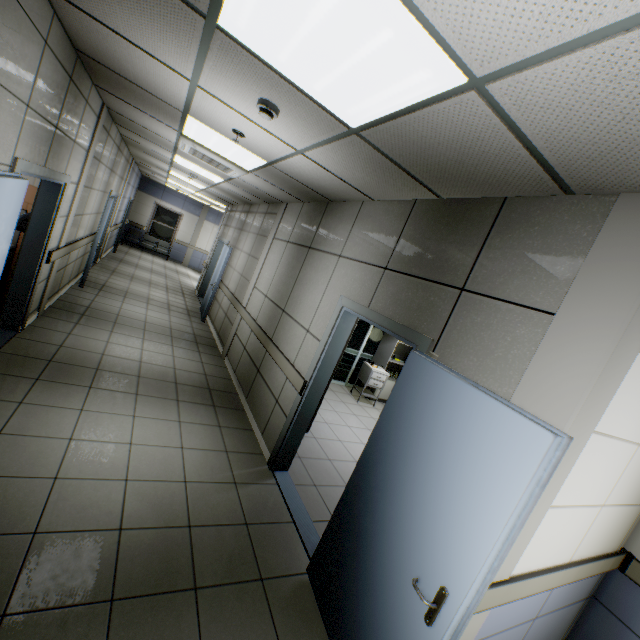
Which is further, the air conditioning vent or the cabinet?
the cabinet

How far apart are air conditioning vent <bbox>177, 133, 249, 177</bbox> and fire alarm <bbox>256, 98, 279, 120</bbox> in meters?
2.5 m

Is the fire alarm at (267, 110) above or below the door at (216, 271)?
above

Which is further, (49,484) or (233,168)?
(233,168)

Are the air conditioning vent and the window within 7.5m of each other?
no

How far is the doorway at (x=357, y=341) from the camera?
7.8 meters

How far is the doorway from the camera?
7.8m

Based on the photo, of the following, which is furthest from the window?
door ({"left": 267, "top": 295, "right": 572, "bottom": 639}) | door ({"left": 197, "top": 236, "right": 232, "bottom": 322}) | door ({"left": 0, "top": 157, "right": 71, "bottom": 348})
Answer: door ({"left": 267, "top": 295, "right": 572, "bottom": 639})
